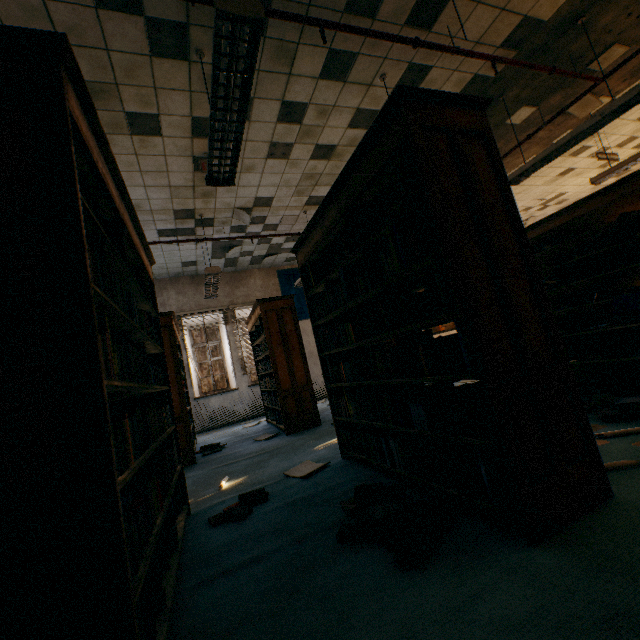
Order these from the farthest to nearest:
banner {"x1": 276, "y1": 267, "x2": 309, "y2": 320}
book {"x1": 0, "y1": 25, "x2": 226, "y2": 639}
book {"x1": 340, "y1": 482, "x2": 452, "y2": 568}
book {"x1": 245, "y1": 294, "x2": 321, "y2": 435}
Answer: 1. banner {"x1": 276, "y1": 267, "x2": 309, "y2": 320}
2. book {"x1": 245, "y1": 294, "x2": 321, "y2": 435}
3. book {"x1": 340, "y1": 482, "x2": 452, "y2": 568}
4. book {"x1": 0, "y1": 25, "x2": 226, "y2": 639}

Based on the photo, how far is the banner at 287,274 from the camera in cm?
928

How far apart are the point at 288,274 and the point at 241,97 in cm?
716

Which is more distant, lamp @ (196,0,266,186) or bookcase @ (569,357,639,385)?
bookcase @ (569,357,639,385)

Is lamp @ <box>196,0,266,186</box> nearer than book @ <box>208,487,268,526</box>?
Yes

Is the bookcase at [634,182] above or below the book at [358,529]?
above

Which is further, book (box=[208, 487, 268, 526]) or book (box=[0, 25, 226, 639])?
book (box=[208, 487, 268, 526])

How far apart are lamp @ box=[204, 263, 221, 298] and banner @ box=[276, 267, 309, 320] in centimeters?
267cm
